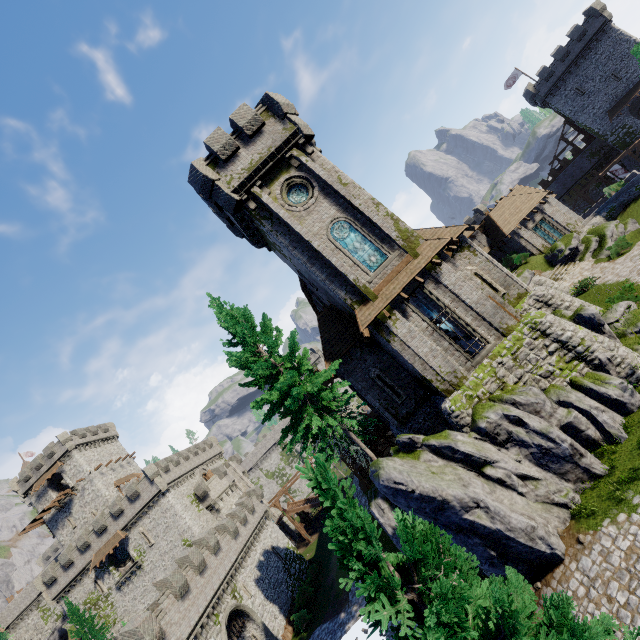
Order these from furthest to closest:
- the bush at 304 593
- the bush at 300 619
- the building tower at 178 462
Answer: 1. the building tower at 178 462
2. the bush at 304 593
3. the bush at 300 619

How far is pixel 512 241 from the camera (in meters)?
36.38

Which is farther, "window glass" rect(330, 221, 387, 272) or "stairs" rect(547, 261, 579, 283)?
"stairs" rect(547, 261, 579, 283)

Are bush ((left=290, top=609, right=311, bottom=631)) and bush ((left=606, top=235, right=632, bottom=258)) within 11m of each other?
no

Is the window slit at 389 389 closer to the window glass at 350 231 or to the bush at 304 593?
the window glass at 350 231

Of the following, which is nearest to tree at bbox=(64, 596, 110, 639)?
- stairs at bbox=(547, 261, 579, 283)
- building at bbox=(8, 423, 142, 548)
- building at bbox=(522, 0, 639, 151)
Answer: building at bbox=(8, 423, 142, 548)

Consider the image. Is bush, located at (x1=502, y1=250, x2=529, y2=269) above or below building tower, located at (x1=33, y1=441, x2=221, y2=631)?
below

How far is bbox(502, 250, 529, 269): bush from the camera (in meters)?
35.02
